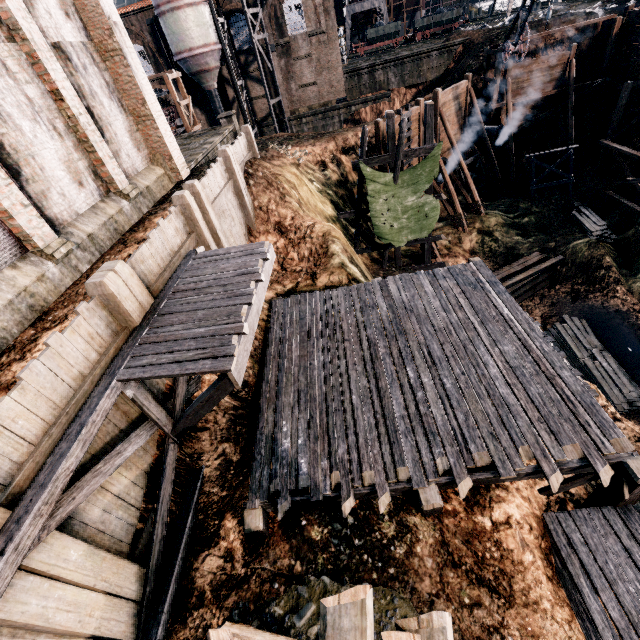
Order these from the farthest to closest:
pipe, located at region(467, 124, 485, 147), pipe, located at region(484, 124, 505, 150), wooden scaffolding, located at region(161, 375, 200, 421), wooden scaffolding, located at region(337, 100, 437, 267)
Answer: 1. pipe, located at region(467, 124, 485, 147)
2. pipe, located at region(484, 124, 505, 150)
3. wooden scaffolding, located at region(337, 100, 437, 267)
4. wooden scaffolding, located at region(161, 375, 200, 421)

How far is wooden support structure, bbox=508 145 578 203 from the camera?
24.8m

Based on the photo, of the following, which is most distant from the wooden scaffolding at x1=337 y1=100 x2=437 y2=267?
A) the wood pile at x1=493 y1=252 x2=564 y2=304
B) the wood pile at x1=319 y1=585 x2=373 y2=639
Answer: the wood pile at x1=319 y1=585 x2=373 y2=639

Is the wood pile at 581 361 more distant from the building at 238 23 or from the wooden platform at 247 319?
the building at 238 23

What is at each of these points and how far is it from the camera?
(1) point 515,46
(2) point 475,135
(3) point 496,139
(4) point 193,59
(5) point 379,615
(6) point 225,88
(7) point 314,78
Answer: (1) crane, 23.5 meters
(2) pipe, 27.9 meters
(3) pipe, 28.1 meters
(4) silo, 31.8 meters
(5) stone debris, 6.1 meters
(6) building, 37.4 meters
(7) building, 36.6 meters

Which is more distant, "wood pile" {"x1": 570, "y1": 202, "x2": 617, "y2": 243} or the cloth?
"wood pile" {"x1": 570, "y1": 202, "x2": 617, "y2": 243}

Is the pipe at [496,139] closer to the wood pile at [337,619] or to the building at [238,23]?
the building at [238,23]

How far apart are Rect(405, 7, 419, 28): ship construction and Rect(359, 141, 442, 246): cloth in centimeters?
6053cm
